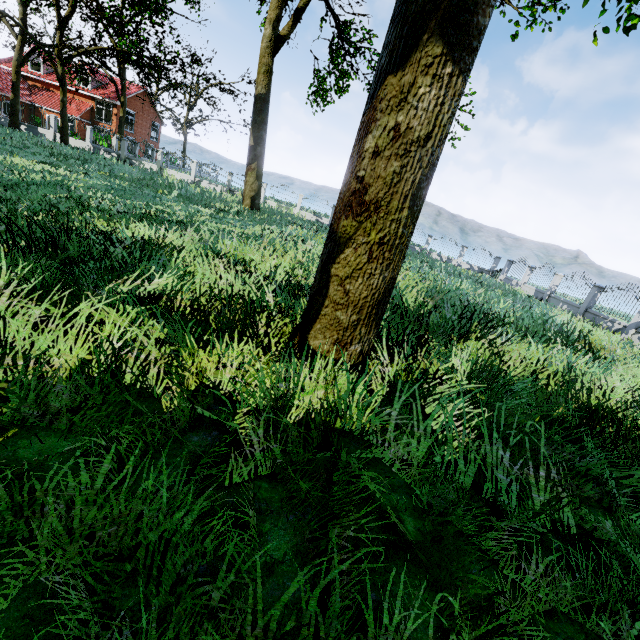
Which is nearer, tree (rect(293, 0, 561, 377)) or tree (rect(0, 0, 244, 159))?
tree (rect(293, 0, 561, 377))

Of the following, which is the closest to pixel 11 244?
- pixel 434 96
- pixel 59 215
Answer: pixel 59 215

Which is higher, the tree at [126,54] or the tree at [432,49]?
the tree at [126,54]

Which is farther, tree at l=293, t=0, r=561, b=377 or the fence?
the fence

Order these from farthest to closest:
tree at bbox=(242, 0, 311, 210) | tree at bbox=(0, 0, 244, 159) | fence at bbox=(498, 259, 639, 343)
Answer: →
tree at bbox=(0, 0, 244, 159)
tree at bbox=(242, 0, 311, 210)
fence at bbox=(498, 259, 639, 343)

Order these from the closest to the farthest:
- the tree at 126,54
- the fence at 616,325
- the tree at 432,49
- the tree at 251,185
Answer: the tree at 432,49, the fence at 616,325, the tree at 251,185, the tree at 126,54

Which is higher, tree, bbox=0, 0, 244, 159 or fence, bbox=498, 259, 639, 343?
tree, bbox=0, 0, 244, 159
